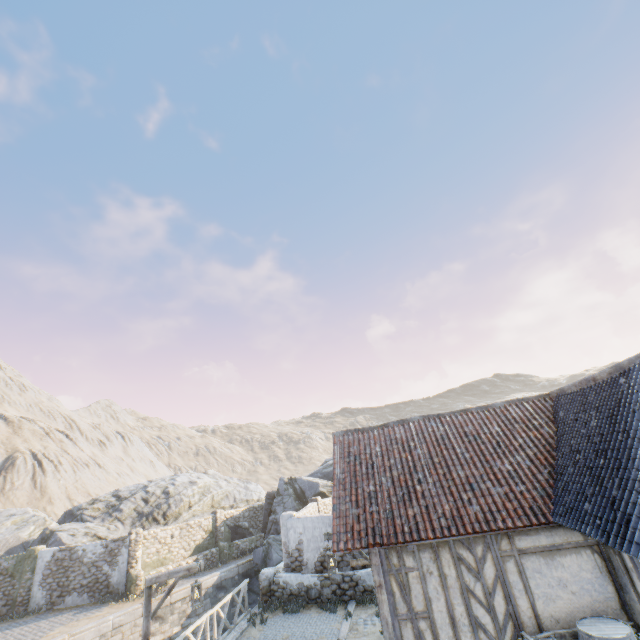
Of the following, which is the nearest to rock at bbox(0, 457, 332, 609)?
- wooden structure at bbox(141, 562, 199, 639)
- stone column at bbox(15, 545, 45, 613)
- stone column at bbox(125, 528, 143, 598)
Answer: stone column at bbox(15, 545, 45, 613)

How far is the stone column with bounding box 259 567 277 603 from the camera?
13.73m

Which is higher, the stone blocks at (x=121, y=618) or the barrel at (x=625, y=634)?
the barrel at (x=625, y=634)

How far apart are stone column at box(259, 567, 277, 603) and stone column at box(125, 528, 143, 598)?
8.94m

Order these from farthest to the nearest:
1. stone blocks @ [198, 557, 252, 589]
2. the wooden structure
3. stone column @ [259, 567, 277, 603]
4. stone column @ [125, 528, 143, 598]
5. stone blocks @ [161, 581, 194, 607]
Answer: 1. stone blocks @ [198, 557, 252, 589]
2. stone column @ [125, 528, 143, 598]
3. stone blocks @ [161, 581, 194, 607]
4. stone column @ [259, 567, 277, 603]
5. the wooden structure

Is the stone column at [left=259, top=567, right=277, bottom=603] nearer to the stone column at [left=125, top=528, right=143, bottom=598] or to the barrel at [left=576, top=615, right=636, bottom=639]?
the stone column at [left=125, top=528, right=143, bottom=598]

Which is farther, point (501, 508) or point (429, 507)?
point (429, 507)

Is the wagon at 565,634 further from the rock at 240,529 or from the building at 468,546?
the rock at 240,529
